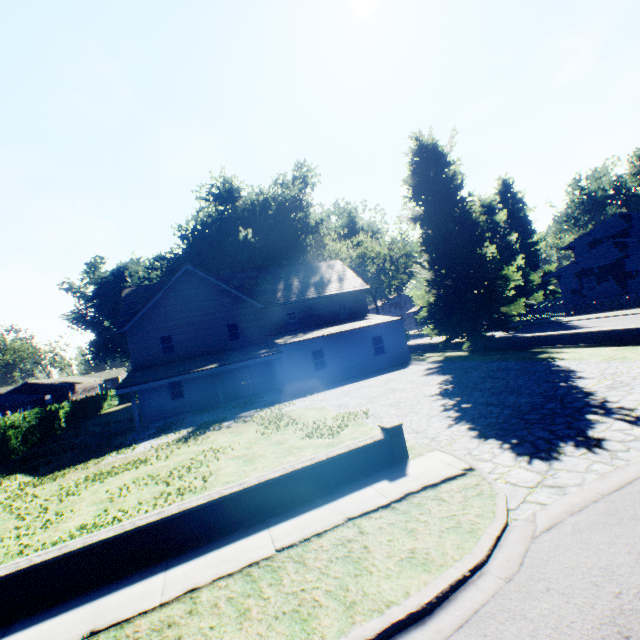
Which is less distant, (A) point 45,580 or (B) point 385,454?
(A) point 45,580

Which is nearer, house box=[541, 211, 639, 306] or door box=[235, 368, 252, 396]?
door box=[235, 368, 252, 396]

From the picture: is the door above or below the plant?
below

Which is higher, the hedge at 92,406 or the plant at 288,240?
the plant at 288,240

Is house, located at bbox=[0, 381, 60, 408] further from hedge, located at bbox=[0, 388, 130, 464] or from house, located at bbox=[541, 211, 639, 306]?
house, located at bbox=[541, 211, 639, 306]

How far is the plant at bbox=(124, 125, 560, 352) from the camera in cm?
2086

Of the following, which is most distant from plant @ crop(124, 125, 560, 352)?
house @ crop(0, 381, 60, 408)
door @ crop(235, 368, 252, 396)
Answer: door @ crop(235, 368, 252, 396)

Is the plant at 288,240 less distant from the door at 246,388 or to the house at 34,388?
the house at 34,388
